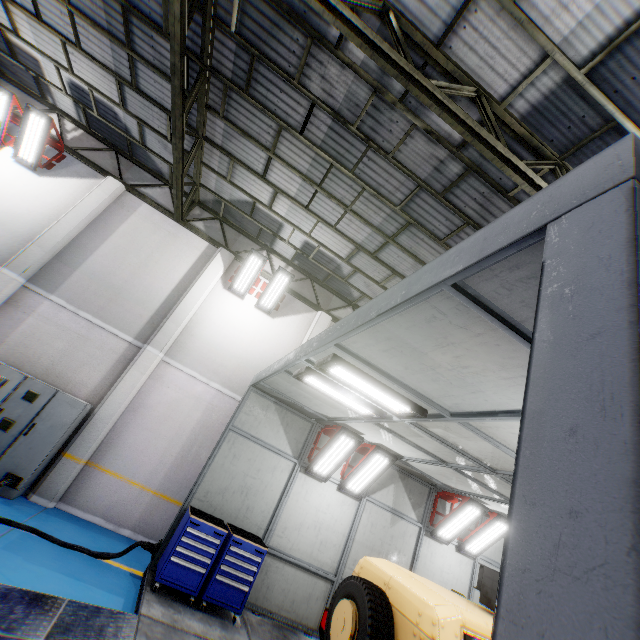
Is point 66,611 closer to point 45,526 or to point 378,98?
point 45,526

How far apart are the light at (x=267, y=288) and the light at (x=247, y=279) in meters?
0.1

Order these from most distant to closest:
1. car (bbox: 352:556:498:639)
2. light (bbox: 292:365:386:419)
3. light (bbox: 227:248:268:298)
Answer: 1. light (bbox: 227:248:268:298)
2. light (bbox: 292:365:386:419)
3. car (bbox: 352:556:498:639)

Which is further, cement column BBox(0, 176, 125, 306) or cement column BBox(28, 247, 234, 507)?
cement column BBox(0, 176, 125, 306)

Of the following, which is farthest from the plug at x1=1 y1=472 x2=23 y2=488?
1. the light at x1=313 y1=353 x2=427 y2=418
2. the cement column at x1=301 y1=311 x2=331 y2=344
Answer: the light at x1=313 y1=353 x2=427 y2=418

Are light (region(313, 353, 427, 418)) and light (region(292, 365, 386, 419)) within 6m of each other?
yes

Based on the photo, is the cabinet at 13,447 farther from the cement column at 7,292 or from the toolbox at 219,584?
the toolbox at 219,584

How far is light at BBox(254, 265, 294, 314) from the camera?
10.2 meters
